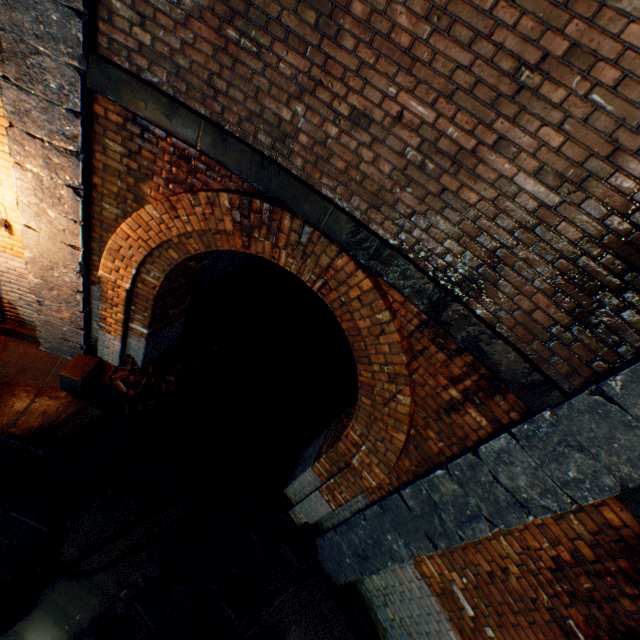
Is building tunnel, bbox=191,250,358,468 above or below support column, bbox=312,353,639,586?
below

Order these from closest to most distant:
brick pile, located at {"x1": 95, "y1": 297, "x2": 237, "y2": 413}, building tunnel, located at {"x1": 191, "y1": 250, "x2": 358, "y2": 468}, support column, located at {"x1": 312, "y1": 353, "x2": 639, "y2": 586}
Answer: support column, located at {"x1": 312, "y1": 353, "x2": 639, "y2": 586}, brick pile, located at {"x1": 95, "y1": 297, "x2": 237, "y2": 413}, building tunnel, located at {"x1": 191, "y1": 250, "x2": 358, "y2": 468}

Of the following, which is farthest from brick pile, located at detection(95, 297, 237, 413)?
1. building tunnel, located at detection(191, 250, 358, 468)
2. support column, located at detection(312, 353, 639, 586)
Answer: support column, located at detection(312, 353, 639, 586)

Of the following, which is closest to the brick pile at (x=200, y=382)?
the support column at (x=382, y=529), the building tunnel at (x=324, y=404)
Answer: the building tunnel at (x=324, y=404)

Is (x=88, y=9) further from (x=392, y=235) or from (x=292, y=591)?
(x=292, y=591)

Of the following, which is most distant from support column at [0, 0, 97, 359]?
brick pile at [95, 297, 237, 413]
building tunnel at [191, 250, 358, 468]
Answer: building tunnel at [191, 250, 358, 468]

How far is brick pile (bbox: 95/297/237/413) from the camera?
5.48m
